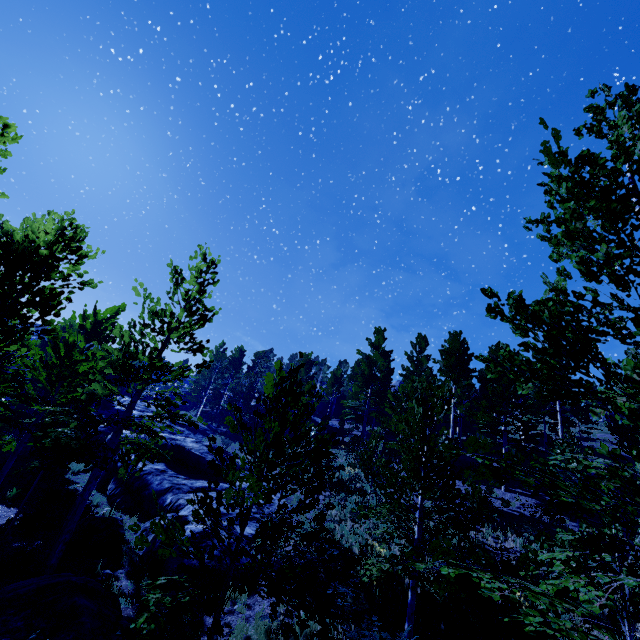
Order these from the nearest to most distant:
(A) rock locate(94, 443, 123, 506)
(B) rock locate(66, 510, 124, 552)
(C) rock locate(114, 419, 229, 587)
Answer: (C) rock locate(114, 419, 229, 587), (B) rock locate(66, 510, 124, 552), (A) rock locate(94, 443, 123, 506)

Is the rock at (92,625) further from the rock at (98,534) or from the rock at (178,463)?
the rock at (98,534)

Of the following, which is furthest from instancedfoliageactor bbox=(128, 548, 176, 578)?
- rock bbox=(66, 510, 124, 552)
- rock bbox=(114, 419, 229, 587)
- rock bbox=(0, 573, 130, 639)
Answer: rock bbox=(66, 510, 124, 552)

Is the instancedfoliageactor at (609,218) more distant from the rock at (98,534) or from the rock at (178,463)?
the rock at (98,534)

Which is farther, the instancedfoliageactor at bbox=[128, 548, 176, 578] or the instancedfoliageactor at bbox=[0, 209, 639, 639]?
the instancedfoliageactor at bbox=[128, 548, 176, 578]

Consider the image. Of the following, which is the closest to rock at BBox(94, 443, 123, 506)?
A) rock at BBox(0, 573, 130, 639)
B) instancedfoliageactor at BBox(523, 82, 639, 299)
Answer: instancedfoliageactor at BBox(523, 82, 639, 299)

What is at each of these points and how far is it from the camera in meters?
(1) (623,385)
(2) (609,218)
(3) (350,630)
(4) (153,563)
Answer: (1) instancedfoliageactor, 3.3 m
(2) instancedfoliageactor, 3.5 m
(3) instancedfoliageactor, 7.9 m
(4) instancedfoliageactor, 9.5 m

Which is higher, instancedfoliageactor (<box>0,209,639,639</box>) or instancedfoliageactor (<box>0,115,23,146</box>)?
instancedfoliageactor (<box>0,115,23,146</box>)
